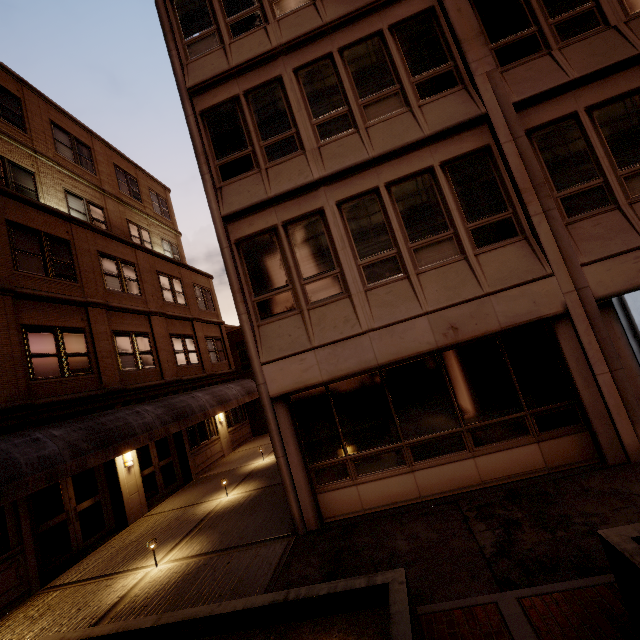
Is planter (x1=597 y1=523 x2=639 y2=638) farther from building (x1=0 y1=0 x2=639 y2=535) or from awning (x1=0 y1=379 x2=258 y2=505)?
awning (x1=0 y1=379 x2=258 y2=505)

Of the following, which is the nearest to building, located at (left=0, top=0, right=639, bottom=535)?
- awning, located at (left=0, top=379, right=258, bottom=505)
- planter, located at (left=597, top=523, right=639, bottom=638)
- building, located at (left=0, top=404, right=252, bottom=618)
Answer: planter, located at (left=597, top=523, right=639, bottom=638)

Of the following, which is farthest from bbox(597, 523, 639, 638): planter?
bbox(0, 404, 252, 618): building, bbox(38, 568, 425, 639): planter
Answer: bbox(0, 404, 252, 618): building

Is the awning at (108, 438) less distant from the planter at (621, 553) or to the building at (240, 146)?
the building at (240, 146)

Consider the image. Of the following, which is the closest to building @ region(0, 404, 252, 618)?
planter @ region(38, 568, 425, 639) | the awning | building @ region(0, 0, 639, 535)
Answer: the awning

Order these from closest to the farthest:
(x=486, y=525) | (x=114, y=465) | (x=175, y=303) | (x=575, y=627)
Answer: (x=575, y=627) → (x=486, y=525) → (x=114, y=465) → (x=175, y=303)

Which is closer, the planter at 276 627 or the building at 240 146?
the planter at 276 627
